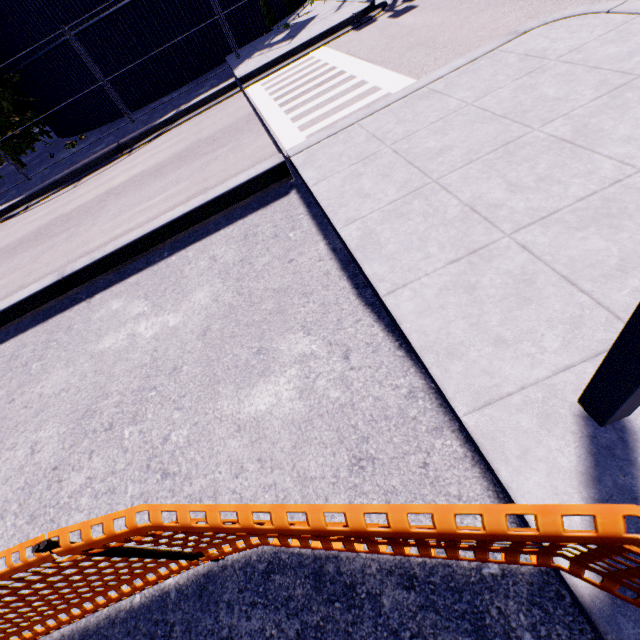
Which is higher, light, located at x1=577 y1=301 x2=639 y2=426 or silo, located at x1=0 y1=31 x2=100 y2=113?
silo, located at x1=0 y1=31 x2=100 y2=113

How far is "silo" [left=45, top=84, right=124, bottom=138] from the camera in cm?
1438

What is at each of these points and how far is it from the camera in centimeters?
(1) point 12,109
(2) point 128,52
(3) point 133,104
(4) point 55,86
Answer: (1) tree, 1376cm
(2) silo, 1315cm
(3) silo, 1452cm
(4) silo, 1435cm

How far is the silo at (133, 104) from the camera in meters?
13.4

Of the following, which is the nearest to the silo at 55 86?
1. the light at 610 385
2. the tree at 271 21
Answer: the tree at 271 21

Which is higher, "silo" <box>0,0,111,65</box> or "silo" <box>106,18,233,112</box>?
"silo" <box>0,0,111,65</box>

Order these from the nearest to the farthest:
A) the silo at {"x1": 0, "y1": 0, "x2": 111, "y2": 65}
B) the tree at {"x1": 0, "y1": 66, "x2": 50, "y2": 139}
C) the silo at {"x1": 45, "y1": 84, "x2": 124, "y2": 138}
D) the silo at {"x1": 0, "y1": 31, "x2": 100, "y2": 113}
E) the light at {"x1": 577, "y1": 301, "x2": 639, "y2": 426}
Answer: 1. the light at {"x1": 577, "y1": 301, "x2": 639, "y2": 426}
2. the silo at {"x1": 0, "y1": 0, "x2": 111, "y2": 65}
3. the silo at {"x1": 0, "y1": 31, "x2": 100, "y2": 113}
4. the tree at {"x1": 0, "y1": 66, "x2": 50, "y2": 139}
5. the silo at {"x1": 45, "y1": 84, "x2": 124, "y2": 138}
